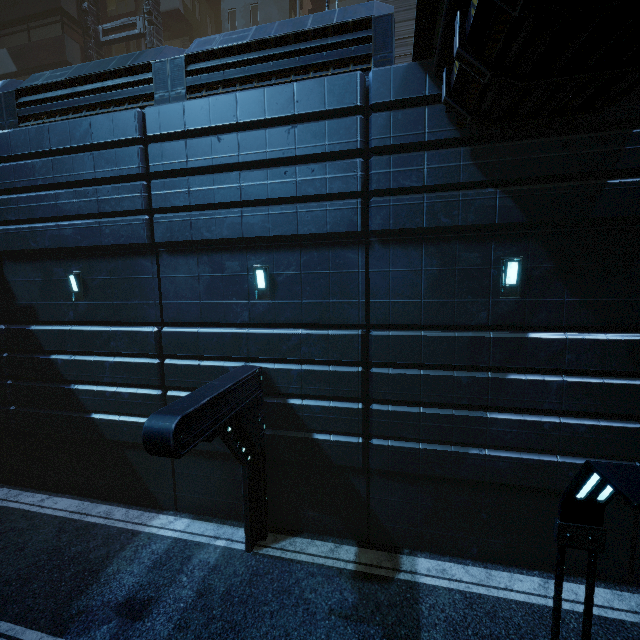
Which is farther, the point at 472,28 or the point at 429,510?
the point at 429,510

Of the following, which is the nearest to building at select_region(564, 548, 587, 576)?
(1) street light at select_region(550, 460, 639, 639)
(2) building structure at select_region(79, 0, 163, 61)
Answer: (2) building structure at select_region(79, 0, 163, 61)

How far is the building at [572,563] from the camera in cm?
756

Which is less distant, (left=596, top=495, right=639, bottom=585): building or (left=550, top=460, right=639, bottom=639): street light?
(left=550, top=460, right=639, bottom=639): street light

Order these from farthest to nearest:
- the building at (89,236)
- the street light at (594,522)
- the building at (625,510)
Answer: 1. the building at (625,510)
2. the building at (89,236)
3. the street light at (594,522)

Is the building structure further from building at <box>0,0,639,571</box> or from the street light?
the street light

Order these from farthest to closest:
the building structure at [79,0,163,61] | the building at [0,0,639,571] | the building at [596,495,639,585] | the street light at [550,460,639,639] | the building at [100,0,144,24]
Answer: the building at [100,0,144,24] → the building structure at [79,0,163,61] → the building at [596,495,639,585] → the building at [0,0,639,571] → the street light at [550,460,639,639]
